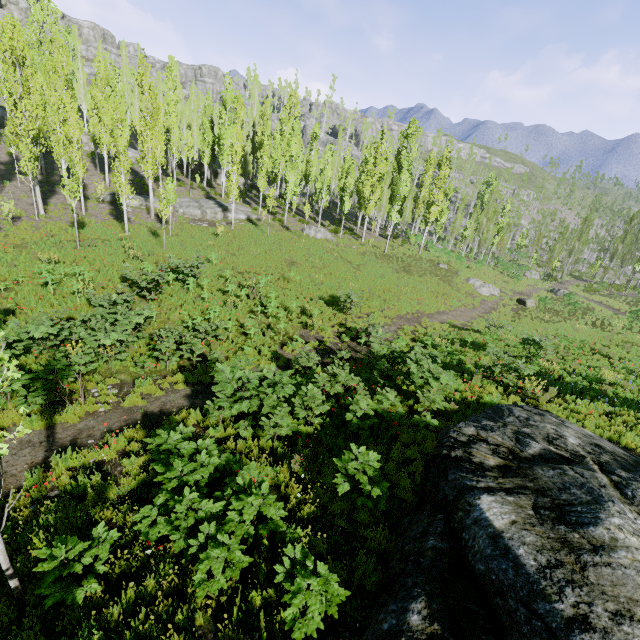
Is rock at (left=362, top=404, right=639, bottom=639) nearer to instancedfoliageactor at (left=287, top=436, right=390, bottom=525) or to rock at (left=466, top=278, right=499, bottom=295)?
instancedfoliageactor at (left=287, top=436, right=390, bottom=525)

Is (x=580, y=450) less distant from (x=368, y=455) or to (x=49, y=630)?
(x=368, y=455)

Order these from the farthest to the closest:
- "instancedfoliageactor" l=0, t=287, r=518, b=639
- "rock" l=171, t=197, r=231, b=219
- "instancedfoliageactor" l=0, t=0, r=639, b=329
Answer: "rock" l=171, t=197, r=231, b=219, "instancedfoliageactor" l=0, t=0, r=639, b=329, "instancedfoliageactor" l=0, t=287, r=518, b=639

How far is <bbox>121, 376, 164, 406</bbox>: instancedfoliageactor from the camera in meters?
9.5 m

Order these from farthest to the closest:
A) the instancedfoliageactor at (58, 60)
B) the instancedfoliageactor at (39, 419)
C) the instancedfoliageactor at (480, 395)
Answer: the instancedfoliageactor at (58, 60) < the instancedfoliageactor at (480, 395) < the instancedfoliageactor at (39, 419)

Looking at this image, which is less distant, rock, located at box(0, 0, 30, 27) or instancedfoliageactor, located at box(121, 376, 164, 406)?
instancedfoliageactor, located at box(121, 376, 164, 406)

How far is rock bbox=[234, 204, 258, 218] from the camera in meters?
33.3

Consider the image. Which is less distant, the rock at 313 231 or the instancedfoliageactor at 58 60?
the instancedfoliageactor at 58 60
